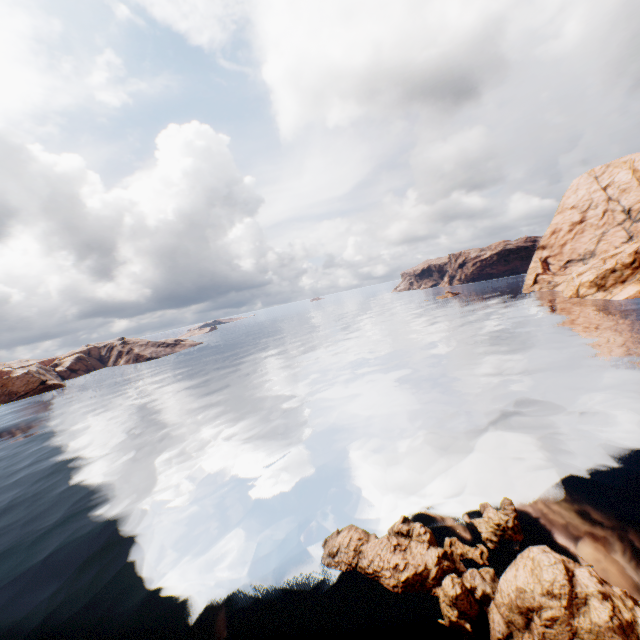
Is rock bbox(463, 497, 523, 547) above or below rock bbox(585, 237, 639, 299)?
below

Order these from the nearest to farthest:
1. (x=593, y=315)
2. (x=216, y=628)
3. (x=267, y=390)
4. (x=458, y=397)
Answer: (x=216, y=628)
(x=458, y=397)
(x=267, y=390)
(x=593, y=315)

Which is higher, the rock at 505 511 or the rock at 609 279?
the rock at 609 279

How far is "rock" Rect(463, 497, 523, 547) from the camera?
14.15m

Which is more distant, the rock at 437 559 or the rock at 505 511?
the rock at 505 511

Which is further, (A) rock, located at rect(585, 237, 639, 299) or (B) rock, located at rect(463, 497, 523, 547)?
(A) rock, located at rect(585, 237, 639, 299)

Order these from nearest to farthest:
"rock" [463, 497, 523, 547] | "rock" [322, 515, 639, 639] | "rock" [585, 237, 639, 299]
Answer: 1. "rock" [322, 515, 639, 639]
2. "rock" [463, 497, 523, 547]
3. "rock" [585, 237, 639, 299]
